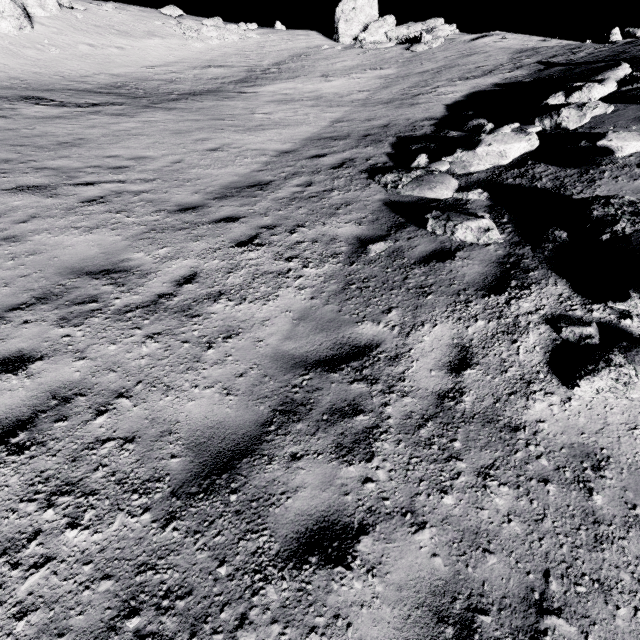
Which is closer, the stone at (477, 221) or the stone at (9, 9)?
the stone at (477, 221)

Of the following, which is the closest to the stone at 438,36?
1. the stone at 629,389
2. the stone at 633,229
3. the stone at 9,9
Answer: the stone at 9,9

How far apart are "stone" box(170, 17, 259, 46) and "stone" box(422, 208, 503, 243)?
29.35m

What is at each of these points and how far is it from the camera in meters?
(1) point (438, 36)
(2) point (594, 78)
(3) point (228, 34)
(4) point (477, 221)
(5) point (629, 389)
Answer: (1) stone, 19.8
(2) stone, 8.7
(3) stone, 25.2
(4) stone, 5.3
(5) stone, 3.1

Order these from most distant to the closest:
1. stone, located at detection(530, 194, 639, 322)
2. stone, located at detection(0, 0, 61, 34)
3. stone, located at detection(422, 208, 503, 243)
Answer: stone, located at detection(0, 0, 61, 34) < stone, located at detection(422, 208, 503, 243) < stone, located at detection(530, 194, 639, 322)

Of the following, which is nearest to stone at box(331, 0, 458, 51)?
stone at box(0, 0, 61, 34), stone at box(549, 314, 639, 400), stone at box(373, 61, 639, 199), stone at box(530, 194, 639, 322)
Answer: stone at box(373, 61, 639, 199)

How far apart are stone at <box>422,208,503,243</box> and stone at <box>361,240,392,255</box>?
0.7 meters

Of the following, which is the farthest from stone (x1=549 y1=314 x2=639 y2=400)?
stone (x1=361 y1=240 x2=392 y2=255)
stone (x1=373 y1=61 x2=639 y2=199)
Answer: stone (x1=373 y1=61 x2=639 y2=199)
